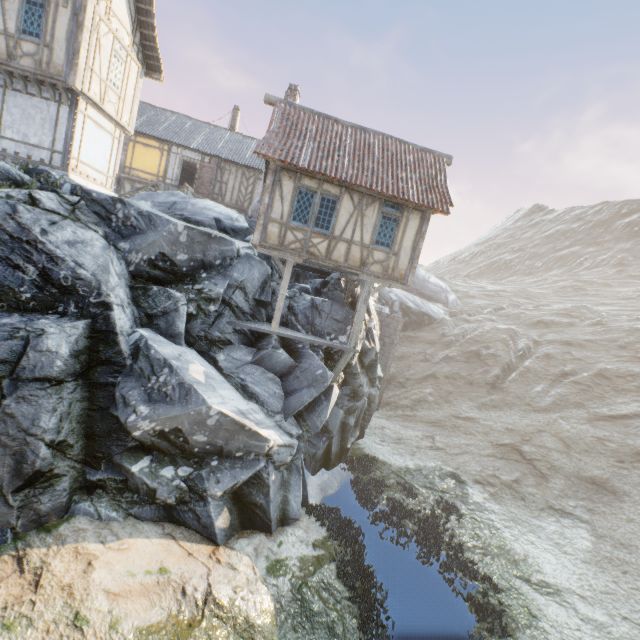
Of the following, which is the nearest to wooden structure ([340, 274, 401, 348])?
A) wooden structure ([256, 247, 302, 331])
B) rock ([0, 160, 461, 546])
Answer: rock ([0, 160, 461, 546])

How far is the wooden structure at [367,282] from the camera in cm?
1284

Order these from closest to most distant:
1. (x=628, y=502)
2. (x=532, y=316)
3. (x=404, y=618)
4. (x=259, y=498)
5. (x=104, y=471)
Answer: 1. (x=104, y=471)
2. (x=404, y=618)
3. (x=259, y=498)
4. (x=628, y=502)
5. (x=532, y=316)

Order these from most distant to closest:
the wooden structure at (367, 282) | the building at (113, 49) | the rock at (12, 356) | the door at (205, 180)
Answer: the door at (205, 180)
the wooden structure at (367, 282)
the building at (113, 49)
the rock at (12, 356)

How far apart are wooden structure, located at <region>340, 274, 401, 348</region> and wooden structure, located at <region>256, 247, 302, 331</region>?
2.8m

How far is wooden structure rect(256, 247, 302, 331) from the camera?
12.13m

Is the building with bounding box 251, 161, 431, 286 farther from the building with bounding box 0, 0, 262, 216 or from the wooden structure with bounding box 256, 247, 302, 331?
the building with bounding box 0, 0, 262, 216

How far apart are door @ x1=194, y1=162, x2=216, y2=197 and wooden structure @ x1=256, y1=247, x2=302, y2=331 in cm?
1245
